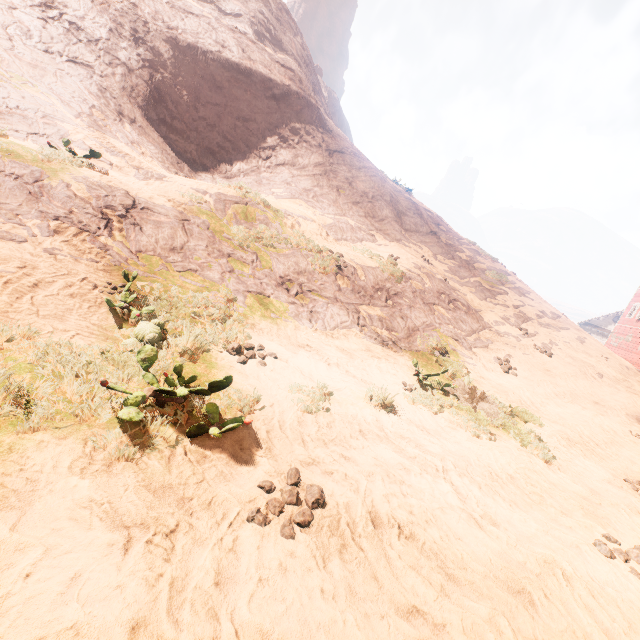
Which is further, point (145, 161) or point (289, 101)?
point (289, 101)

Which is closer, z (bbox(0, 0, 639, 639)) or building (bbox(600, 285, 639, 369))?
z (bbox(0, 0, 639, 639))

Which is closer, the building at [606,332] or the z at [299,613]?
the z at [299,613]
